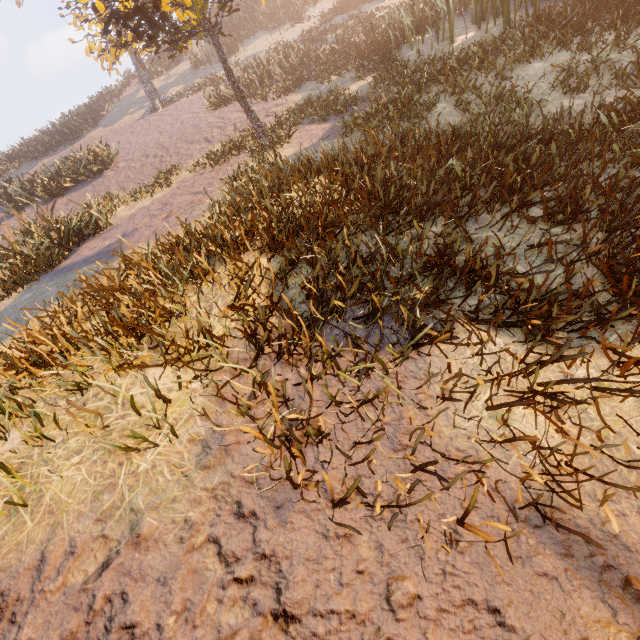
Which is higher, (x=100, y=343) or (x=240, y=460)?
(x=100, y=343)
